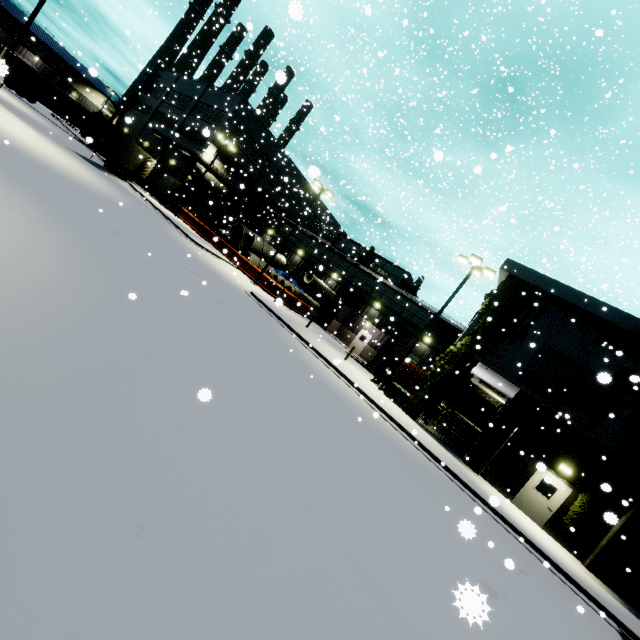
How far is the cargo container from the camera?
27.2 meters

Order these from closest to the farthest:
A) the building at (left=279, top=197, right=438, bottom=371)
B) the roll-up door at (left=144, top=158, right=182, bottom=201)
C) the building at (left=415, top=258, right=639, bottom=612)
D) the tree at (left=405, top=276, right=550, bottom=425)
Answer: the building at (left=415, top=258, right=639, bottom=612)
the tree at (left=405, top=276, right=550, bottom=425)
the building at (left=279, top=197, right=438, bottom=371)
the roll-up door at (left=144, top=158, right=182, bottom=201)

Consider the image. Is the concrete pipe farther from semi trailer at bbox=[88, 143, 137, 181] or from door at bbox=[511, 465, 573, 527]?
door at bbox=[511, 465, 573, 527]

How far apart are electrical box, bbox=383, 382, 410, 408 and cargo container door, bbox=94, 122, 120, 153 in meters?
12.4

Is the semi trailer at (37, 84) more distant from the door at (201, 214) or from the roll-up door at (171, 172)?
the door at (201, 214)

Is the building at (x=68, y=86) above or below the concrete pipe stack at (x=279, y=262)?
above

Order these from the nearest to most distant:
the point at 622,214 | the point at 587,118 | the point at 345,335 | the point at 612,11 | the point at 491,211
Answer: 1. the point at 612,11
2. the point at 587,118
3. the point at 491,211
4. the point at 622,214
5. the point at 345,335

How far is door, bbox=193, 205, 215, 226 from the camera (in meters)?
39.03
